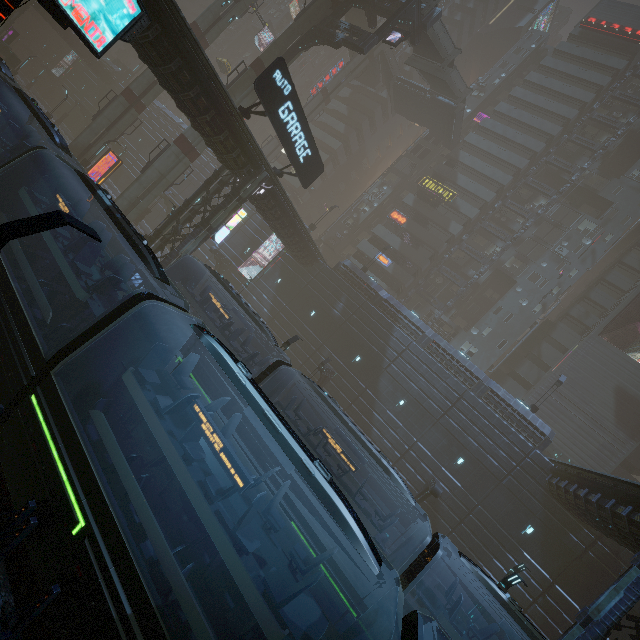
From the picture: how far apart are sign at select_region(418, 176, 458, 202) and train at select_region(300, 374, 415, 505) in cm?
3742

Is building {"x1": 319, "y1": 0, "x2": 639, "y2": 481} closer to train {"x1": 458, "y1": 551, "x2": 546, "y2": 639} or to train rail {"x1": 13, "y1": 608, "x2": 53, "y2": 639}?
train rail {"x1": 13, "y1": 608, "x2": 53, "y2": 639}

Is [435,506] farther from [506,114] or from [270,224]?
[506,114]

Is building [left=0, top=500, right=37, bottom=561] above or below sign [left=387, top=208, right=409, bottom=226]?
below

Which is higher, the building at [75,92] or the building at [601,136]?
the building at [601,136]

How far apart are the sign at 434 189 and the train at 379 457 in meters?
37.4 m

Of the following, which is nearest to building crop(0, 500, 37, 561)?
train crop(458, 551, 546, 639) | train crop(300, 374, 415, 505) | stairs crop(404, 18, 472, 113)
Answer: stairs crop(404, 18, 472, 113)

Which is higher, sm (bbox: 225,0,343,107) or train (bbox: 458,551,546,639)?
sm (bbox: 225,0,343,107)
